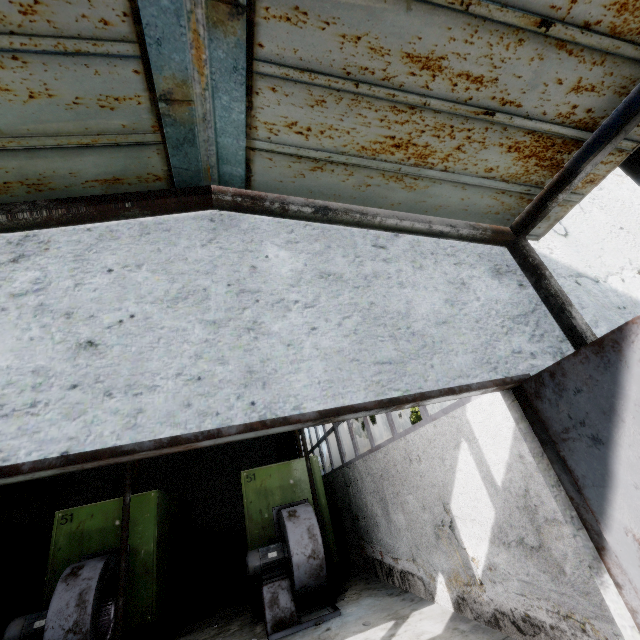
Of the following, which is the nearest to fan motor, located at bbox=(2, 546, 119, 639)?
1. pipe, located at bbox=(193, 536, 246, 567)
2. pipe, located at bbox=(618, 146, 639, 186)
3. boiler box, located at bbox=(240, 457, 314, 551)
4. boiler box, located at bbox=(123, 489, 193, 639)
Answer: boiler box, located at bbox=(123, 489, 193, 639)

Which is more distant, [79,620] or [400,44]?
[79,620]

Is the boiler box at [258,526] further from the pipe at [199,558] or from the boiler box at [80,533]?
the pipe at [199,558]

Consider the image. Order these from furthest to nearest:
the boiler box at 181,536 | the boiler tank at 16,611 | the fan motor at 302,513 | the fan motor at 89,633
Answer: the boiler tank at 16,611, the boiler box at 181,536, the fan motor at 302,513, the fan motor at 89,633

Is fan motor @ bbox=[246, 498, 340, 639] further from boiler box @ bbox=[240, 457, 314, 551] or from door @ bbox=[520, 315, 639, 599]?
door @ bbox=[520, 315, 639, 599]

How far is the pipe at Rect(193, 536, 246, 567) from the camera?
13.7m

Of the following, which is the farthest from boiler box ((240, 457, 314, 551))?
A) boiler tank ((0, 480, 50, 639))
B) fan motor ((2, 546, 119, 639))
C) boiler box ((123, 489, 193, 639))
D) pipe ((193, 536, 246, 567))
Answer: boiler tank ((0, 480, 50, 639))

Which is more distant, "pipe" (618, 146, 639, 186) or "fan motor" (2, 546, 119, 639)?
"fan motor" (2, 546, 119, 639)
